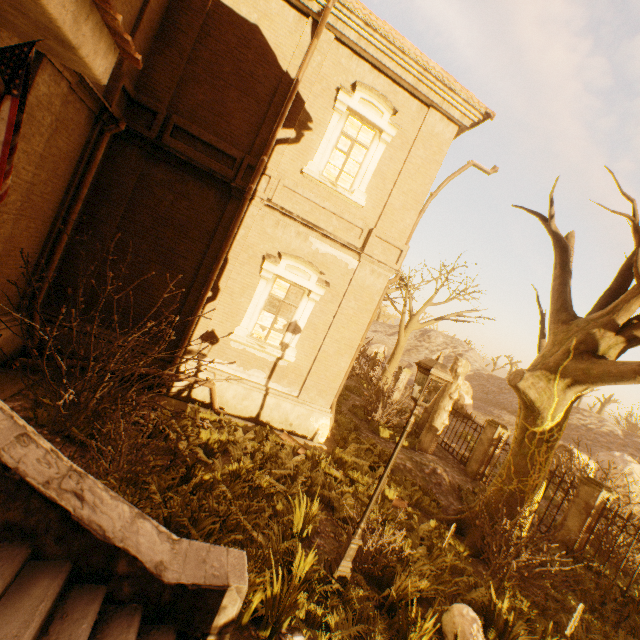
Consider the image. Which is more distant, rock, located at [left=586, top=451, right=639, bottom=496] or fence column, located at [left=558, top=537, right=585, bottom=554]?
rock, located at [left=586, top=451, right=639, bottom=496]

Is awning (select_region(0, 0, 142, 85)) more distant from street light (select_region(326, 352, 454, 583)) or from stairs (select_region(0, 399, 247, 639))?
street light (select_region(326, 352, 454, 583))

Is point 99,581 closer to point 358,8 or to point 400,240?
point 400,240

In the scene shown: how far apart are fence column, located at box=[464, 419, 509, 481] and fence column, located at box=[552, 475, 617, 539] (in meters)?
3.33

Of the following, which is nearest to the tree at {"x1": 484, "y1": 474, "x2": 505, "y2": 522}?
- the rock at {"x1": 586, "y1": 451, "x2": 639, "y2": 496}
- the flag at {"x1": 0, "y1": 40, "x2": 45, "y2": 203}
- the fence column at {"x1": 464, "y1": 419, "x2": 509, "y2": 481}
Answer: the fence column at {"x1": 464, "y1": 419, "x2": 509, "y2": 481}

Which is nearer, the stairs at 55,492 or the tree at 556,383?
the stairs at 55,492

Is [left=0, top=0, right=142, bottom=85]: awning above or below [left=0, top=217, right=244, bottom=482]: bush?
above

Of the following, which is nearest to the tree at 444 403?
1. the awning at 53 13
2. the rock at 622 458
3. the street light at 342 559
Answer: the awning at 53 13
